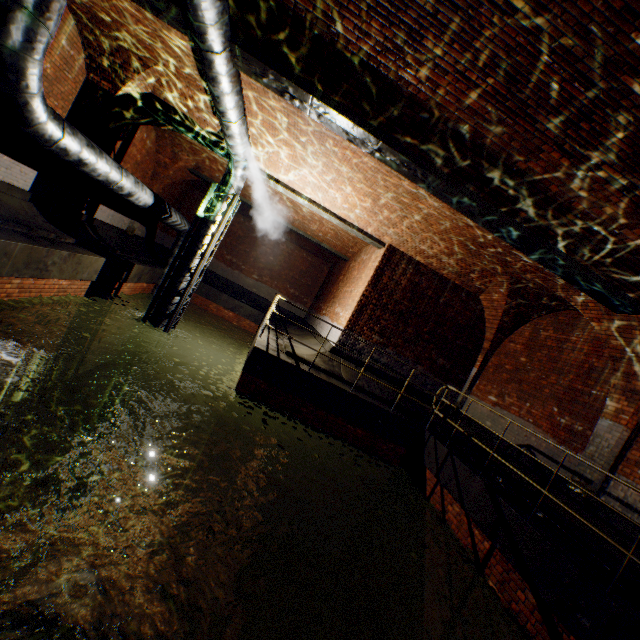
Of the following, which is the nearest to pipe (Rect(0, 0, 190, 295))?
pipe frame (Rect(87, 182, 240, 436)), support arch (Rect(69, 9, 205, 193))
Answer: pipe frame (Rect(87, 182, 240, 436))

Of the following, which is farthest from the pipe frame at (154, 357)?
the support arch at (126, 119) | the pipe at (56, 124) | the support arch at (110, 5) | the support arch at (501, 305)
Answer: the support arch at (501, 305)

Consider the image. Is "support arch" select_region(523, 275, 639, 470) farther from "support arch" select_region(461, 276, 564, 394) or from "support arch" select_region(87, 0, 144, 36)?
"support arch" select_region(87, 0, 144, 36)

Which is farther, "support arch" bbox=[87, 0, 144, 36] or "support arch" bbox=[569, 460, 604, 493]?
"support arch" bbox=[569, 460, 604, 493]

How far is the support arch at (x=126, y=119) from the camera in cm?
746

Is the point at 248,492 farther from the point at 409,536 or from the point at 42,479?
the point at 42,479

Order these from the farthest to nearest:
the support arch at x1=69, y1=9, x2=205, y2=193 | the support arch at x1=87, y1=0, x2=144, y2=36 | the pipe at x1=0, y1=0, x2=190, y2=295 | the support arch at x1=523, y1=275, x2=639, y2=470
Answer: the support arch at x1=69, y1=9, x2=205, y2=193, the support arch at x1=523, y1=275, x2=639, y2=470, the support arch at x1=87, y1=0, x2=144, y2=36, the pipe at x1=0, y1=0, x2=190, y2=295

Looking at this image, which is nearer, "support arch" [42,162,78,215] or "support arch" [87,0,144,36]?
"support arch" [87,0,144,36]
